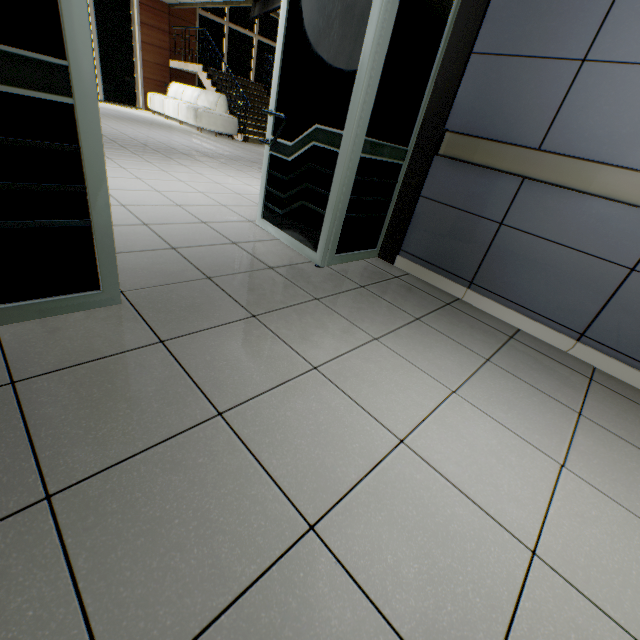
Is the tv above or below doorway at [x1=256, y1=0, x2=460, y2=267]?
above

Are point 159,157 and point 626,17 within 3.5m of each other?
no

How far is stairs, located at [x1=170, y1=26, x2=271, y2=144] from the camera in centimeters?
988cm

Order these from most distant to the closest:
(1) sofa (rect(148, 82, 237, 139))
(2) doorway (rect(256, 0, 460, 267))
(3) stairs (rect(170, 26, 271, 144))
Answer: (3) stairs (rect(170, 26, 271, 144))
(1) sofa (rect(148, 82, 237, 139))
(2) doorway (rect(256, 0, 460, 267))

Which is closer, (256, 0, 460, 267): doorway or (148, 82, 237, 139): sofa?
(256, 0, 460, 267): doorway

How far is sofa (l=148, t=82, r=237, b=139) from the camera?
9.3m

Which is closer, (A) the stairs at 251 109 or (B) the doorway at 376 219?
(B) the doorway at 376 219

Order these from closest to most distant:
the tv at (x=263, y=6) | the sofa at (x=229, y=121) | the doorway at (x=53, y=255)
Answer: the doorway at (x=53, y=255), the tv at (x=263, y=6), the sofa at (x=229, y=121)
